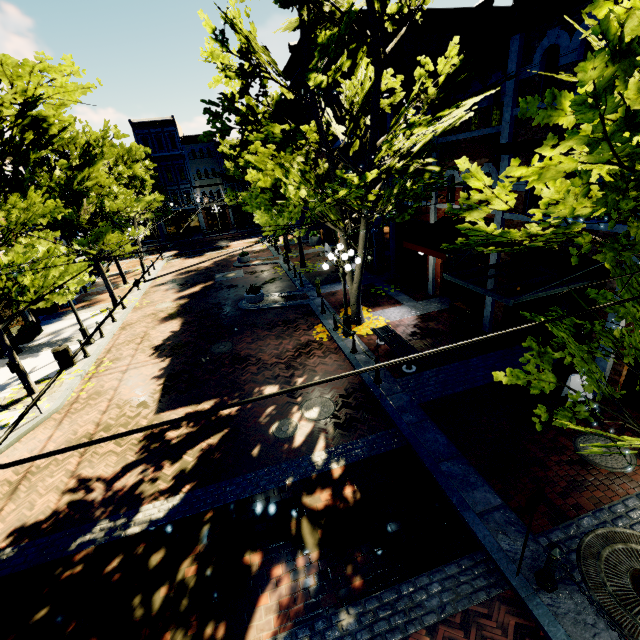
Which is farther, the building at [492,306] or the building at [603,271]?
the building at [492,306]

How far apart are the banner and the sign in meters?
15.8 m

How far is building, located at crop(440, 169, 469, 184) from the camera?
12.23m

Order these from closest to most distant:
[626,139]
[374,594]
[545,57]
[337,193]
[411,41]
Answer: [626,139], [374,594], [545,57], [337,193], [411,41]

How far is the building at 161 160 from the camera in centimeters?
4031cm

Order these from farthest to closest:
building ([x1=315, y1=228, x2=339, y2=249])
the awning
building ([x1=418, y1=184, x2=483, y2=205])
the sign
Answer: building ([x1=315, y1=228, x2=339, y2=249]) → building ([x1=418, y1=184, x2=483, y2=205]) → the awning → the sign

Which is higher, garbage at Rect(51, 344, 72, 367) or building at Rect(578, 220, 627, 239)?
building at Rect(578, 220, 627, 239)

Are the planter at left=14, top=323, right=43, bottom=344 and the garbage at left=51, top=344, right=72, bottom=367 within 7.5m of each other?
yes
